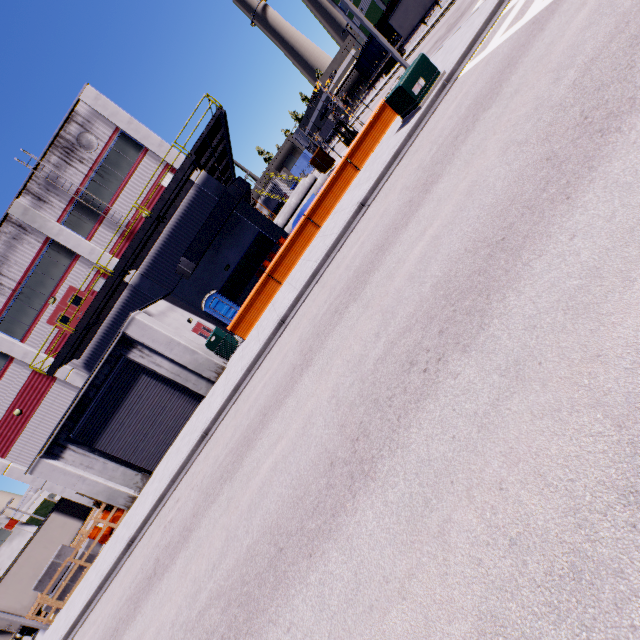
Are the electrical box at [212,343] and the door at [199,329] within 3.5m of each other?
yes

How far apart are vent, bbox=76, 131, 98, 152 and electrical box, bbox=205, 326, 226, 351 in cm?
1361

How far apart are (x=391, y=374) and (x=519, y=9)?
11.7 meters

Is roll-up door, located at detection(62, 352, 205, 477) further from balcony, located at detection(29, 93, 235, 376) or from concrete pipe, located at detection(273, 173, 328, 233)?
concrete pipe, located at detection(273, 173, 328, 233)

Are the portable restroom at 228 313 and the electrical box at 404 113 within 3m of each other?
no

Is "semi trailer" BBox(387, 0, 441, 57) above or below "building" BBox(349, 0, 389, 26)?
below

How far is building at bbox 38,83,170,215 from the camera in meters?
19.1 m

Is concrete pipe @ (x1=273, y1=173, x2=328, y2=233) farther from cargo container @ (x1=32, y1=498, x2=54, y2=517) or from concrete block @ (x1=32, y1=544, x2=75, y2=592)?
cargo container @ (x1=32, y1=498, x2=54, y2=517)
